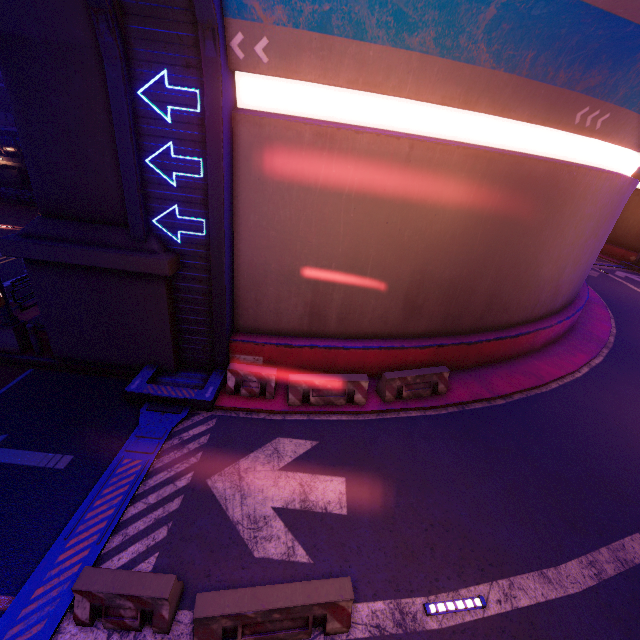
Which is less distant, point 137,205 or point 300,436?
point 137,205

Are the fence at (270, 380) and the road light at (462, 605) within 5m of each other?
no

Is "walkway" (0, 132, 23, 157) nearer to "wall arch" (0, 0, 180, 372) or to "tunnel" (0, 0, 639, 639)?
"wall arch" (0, 0, 180, 372)

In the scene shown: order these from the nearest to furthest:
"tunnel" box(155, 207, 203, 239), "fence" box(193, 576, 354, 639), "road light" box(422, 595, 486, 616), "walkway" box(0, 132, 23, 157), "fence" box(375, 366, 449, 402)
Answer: "fence" box(193, 576, 354, 639)
"road light" box(422, 595, 486, 616)
"tunnel" box(155, 207, 203, 239)
"fence" box(375, 366, 449, 402)
"walkway" box(0, 132, 23, 157)

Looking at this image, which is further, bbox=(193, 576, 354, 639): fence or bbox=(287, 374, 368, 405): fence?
bbox=(287, 374, 368, 405): fence

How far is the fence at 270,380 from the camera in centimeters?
971cm

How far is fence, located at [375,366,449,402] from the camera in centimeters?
1036cm

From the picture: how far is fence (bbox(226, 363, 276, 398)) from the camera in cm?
971
